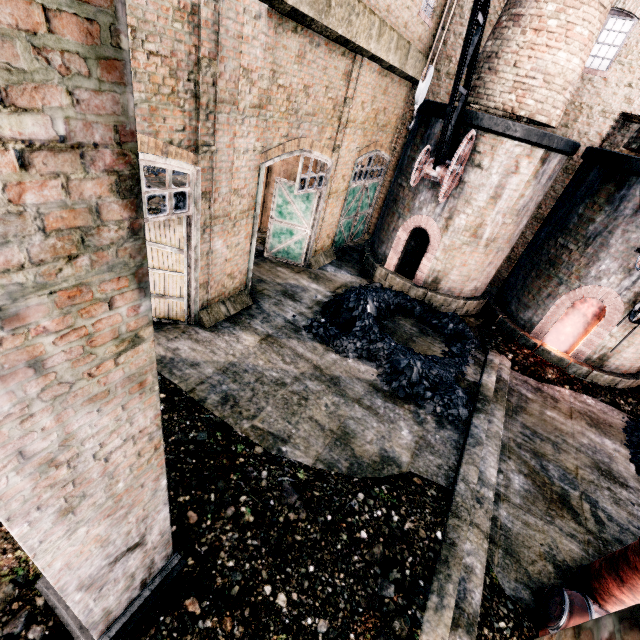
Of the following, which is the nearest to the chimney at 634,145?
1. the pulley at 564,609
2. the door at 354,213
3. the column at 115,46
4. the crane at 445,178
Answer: the crane at 445,178

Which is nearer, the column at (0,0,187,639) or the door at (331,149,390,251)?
the column at (0,0,187,639)

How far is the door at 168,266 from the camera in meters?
7.2 m

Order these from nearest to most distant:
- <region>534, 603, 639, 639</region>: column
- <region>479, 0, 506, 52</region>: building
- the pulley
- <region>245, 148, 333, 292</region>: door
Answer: <region>534, 603, 639, 639</region>: column
the pulley
<region>245, 148, 333, 292</region>: door
<region>479, 0, 506, 52</region>: building

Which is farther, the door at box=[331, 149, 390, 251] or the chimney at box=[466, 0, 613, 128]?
the door at box=[331, 149, 390, 251]

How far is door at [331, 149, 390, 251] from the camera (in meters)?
15.44

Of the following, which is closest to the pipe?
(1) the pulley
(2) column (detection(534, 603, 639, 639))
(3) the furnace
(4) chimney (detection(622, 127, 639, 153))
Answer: (1) the pulley

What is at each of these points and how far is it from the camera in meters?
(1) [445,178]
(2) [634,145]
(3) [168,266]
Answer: (1) crane, 10.0
(2) chimney, 11.1
(3) door, 9.0
